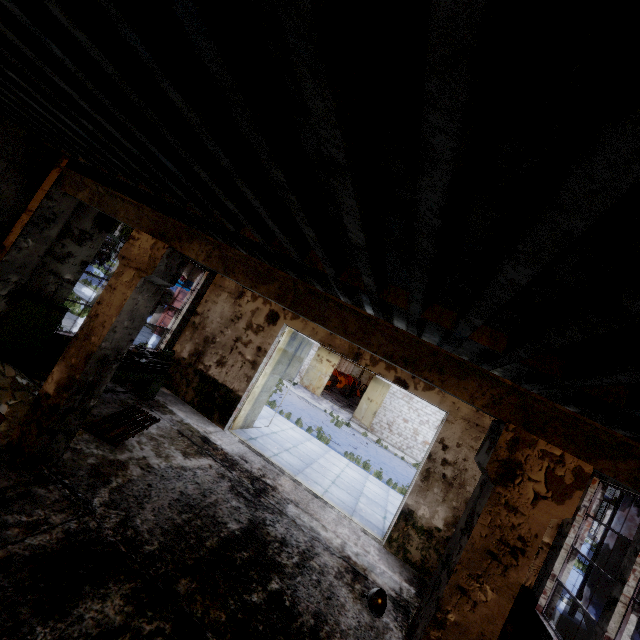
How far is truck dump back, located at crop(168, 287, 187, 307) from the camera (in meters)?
18.45

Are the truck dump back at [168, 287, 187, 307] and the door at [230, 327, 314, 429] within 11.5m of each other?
yes

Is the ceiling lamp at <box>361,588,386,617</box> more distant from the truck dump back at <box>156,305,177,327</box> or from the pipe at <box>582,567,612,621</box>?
the truck dump back at <box>156,305,177,327</box>

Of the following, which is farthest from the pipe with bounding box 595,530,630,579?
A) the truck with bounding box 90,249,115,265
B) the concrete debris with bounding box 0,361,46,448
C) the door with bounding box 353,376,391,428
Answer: the truck with bounding box 90,249,115,265

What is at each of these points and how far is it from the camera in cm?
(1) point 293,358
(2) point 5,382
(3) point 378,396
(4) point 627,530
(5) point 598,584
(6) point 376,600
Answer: (1) door, 1215
(2) concrete debris, 547
(3) door, 2581
(4) pipe, 863
(5) pipe, 856
(6) ceiling lamp, 581

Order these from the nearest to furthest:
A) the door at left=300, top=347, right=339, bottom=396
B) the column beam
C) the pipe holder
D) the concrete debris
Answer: the column beam
the concrete debris
the pipe holder
the door at left=300, top=347, right=339, bottom=396

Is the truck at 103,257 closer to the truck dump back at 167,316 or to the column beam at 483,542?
the truck dump back at 167,316

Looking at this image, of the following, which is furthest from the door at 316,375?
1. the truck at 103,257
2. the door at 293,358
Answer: the truck at 103,257
